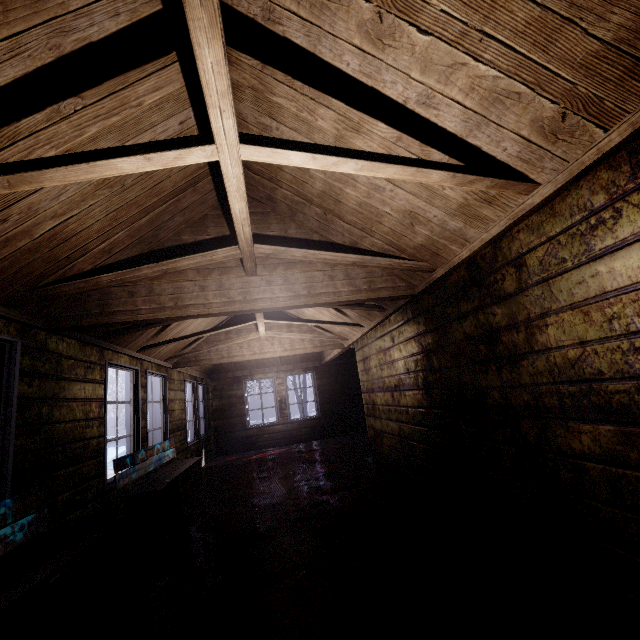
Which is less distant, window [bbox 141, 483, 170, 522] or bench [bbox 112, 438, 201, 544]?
bench [bbox 112, 438, 201, 544]

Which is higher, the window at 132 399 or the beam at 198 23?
the beam at 198 23

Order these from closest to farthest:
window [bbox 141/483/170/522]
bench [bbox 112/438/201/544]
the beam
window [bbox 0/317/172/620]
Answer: the beam < window [bbox 0/317/172/620] < bench [bbox 112/438/201/544] < window [bbox 141/483/170/522]

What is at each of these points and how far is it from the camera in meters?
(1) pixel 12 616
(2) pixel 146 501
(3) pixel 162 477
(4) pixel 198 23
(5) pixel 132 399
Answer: (1) bench, 1.8 m
(2) window, 4.1 m
(3) bench, 3.8 m
(4) beam, 0.9 m
(5) window, 4.1 m

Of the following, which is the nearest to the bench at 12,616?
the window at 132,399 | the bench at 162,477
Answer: the window at 132,399

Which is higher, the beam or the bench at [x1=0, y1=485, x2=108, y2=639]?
the beam

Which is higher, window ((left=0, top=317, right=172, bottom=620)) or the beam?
the beam

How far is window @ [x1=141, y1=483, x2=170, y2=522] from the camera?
4.0m
